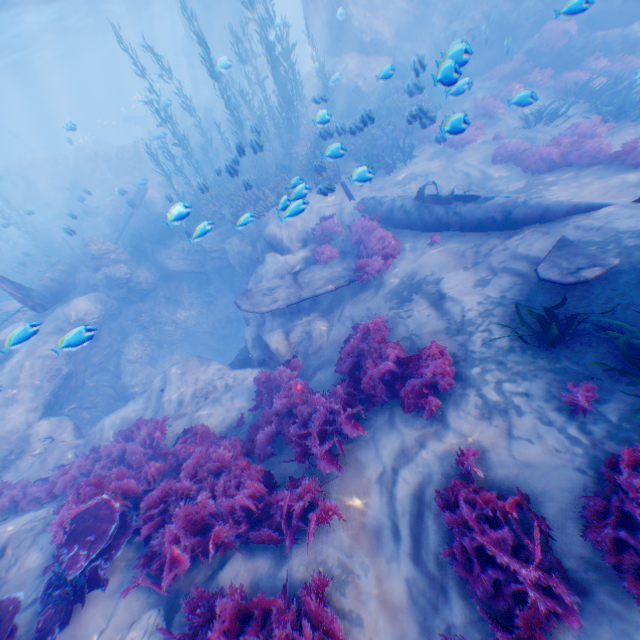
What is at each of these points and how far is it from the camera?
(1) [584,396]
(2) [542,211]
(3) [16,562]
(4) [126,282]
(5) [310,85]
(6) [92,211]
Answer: (1) instancedfoliageactor, 4.0m
(2) plane, 7.2m
(3) rock, 5.9m
(4) rock, 14.9m
(5) rock, 21.9m
(6) eel, 22.5m

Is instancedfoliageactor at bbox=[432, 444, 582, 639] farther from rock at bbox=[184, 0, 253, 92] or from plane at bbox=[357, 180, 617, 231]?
plane at bbox=[357, 180, 617, 231]

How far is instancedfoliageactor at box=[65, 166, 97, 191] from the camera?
27.2 meters

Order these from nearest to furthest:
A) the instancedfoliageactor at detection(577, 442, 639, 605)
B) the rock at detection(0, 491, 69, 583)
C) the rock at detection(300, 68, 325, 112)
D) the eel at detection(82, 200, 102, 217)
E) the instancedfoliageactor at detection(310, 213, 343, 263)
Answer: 1. the instancedfoliageactor at detection(577, 442, 639, 605)
2. the rock at detection(0, 491, 69, 583)
3. the instancedfoliageactor at detection(310, 213, 343, 263)
4. the rock at detection(300, 68, 325, 112)
5. the eel at detection(82, 200, 102, 217)

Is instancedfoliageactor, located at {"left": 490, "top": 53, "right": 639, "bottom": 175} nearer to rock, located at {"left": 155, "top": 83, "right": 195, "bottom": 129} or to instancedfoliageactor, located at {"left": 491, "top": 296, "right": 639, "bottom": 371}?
rock, located at {"left": 155, "top": 83, "right": 195, "bottom": 129}

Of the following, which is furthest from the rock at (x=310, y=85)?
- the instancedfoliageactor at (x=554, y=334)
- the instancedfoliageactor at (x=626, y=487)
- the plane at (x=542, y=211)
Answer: the instancedfoliageactor at (x=626, y=487)

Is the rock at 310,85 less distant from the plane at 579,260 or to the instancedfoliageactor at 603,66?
the instancedfoliageactor at 603,66
